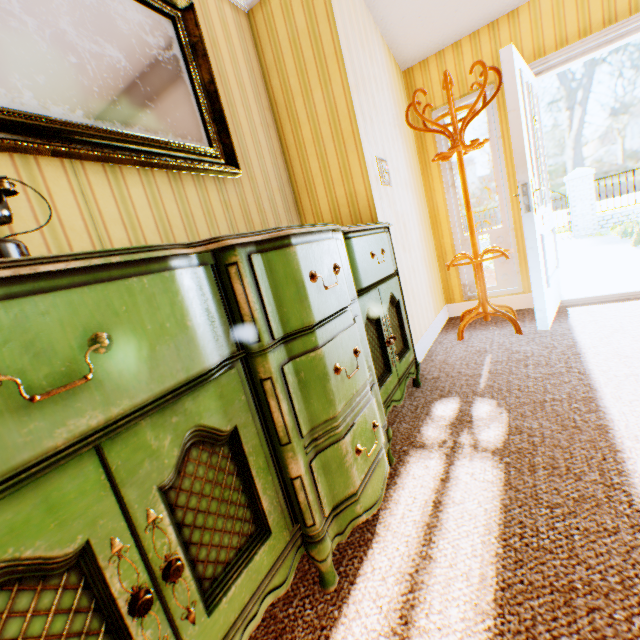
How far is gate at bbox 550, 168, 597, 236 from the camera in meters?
12.1

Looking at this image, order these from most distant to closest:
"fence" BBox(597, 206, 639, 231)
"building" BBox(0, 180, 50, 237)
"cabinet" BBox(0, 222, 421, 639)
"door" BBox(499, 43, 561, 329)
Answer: "fence" BBox(597, 206, 639, 231), "door" BBox(499, 43, 561, 329), "building" BBox(0, 180, 50, 237), "cabinet" BBox(0, 222, 421, 639)

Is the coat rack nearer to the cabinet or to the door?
the door

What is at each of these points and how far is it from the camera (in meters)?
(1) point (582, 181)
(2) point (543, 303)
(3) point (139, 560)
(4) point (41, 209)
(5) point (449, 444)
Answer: (1) gate, 12.11
(2) door, 2.57
(3) cabinet, 0.65
(4) building, 1.24
(5) building, 1.65

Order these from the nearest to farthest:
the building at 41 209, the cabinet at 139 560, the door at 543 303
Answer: the cabinet at 139 560 → the building at 41 209 → the door at 543 303

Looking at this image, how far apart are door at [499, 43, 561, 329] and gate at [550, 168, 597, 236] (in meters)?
12.27

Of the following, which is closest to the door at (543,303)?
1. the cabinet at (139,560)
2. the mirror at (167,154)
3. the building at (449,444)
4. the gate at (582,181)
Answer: the building at (449,444)

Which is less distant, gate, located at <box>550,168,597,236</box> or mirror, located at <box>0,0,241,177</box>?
mirror, located at <box>0,0,241,177</box>
